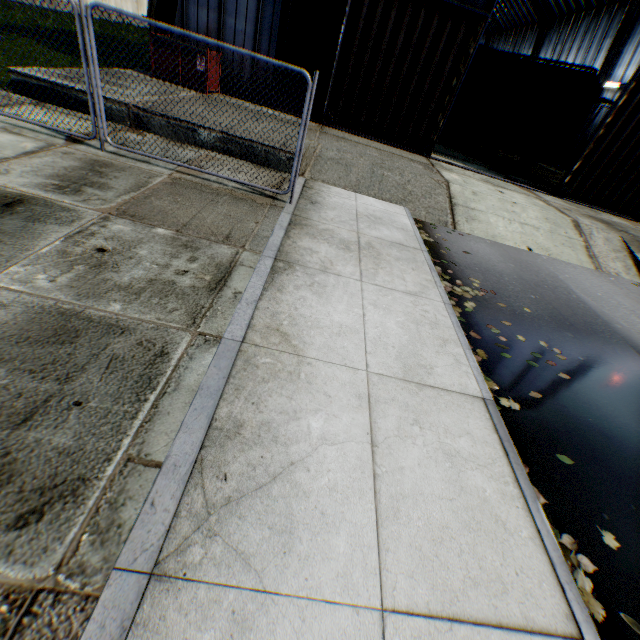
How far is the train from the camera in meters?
14.6

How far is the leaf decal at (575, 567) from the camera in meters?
2.3

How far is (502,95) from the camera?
16.19m

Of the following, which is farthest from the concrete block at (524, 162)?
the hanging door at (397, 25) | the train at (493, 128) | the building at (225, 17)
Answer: the building at (225, 17)

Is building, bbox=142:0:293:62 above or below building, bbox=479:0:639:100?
below

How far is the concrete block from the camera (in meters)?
17.22

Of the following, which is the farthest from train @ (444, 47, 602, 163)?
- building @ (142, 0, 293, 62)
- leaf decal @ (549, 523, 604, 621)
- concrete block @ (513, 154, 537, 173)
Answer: leaf decal @ (549, 523, 604, 621)

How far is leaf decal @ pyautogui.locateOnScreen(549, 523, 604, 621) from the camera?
2.3m
